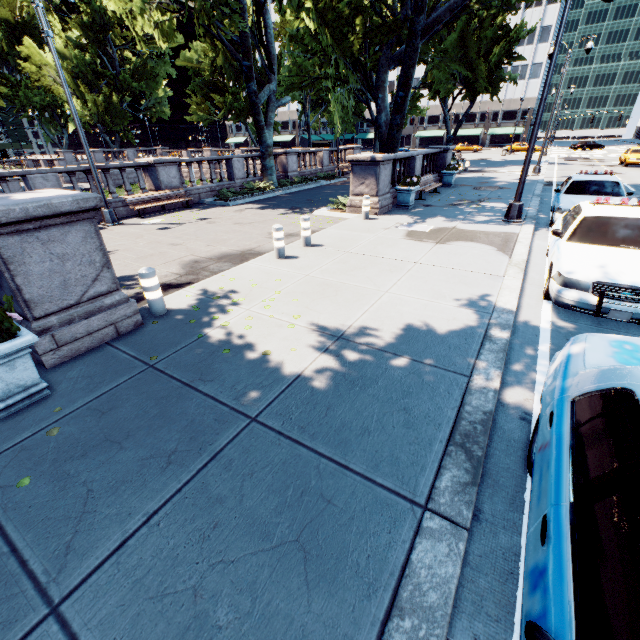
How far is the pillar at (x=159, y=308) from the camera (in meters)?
5.36

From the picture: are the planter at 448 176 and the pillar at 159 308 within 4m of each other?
no

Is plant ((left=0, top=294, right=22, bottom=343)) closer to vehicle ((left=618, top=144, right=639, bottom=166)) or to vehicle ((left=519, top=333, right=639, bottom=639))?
vehicle ((left=519, top=333, right=639, bottom=639))

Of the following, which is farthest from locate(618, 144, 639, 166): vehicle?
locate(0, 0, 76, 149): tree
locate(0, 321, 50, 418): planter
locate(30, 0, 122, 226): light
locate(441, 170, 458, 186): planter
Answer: locate(0, 321, 50, 418): planter

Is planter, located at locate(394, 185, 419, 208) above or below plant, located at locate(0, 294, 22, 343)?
below

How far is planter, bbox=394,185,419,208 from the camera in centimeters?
1324cm

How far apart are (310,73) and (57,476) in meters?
46.0 m

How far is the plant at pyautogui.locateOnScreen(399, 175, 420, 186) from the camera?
13.1 meters
